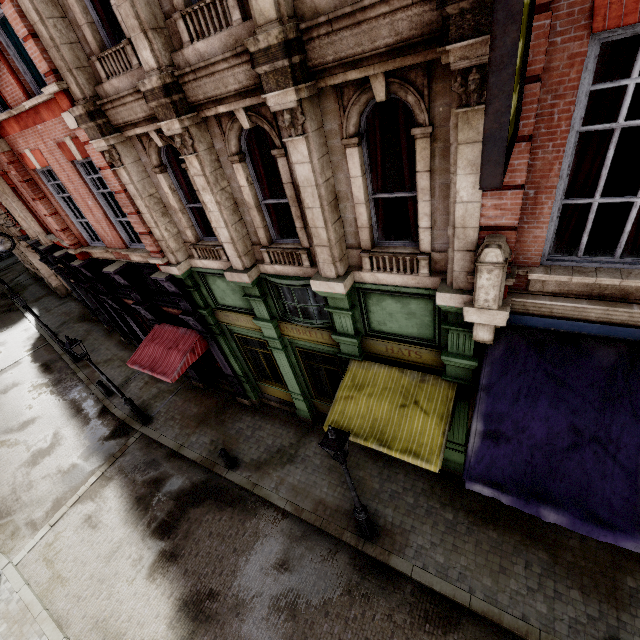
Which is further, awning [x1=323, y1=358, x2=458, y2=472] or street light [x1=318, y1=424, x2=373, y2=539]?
awning [x1=323, y1=358, x2=458, y2=472]

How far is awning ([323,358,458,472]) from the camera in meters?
6.3

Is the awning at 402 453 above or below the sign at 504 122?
below

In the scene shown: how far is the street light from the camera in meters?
5.5 m

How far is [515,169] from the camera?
3.89m

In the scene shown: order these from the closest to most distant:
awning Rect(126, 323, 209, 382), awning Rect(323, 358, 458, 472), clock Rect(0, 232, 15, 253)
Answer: awning Rect(323, 358, 458, 472), awning Rect(126, 323, 209, 382), clock Rect(0, 232, 15, 253)

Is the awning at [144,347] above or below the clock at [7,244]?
below

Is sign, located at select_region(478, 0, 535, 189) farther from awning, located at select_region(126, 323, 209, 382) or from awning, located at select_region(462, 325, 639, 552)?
awning, located at select_region(126, 323, 209, 382)
